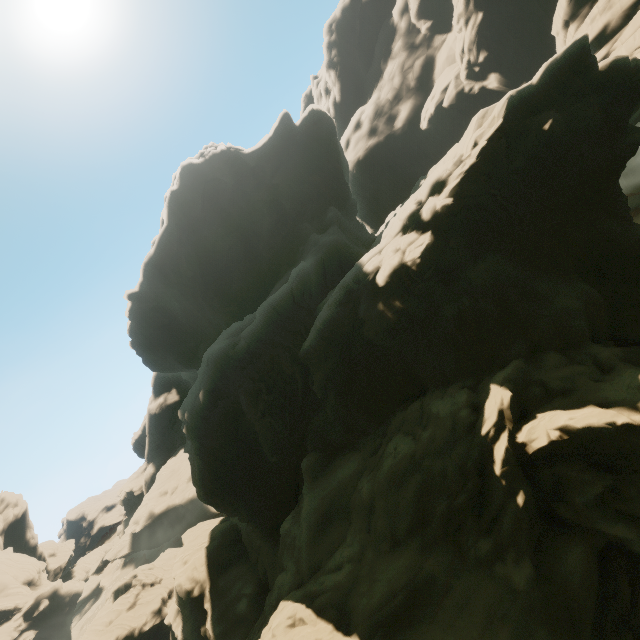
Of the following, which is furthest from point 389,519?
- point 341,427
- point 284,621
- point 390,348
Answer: point 390,348
